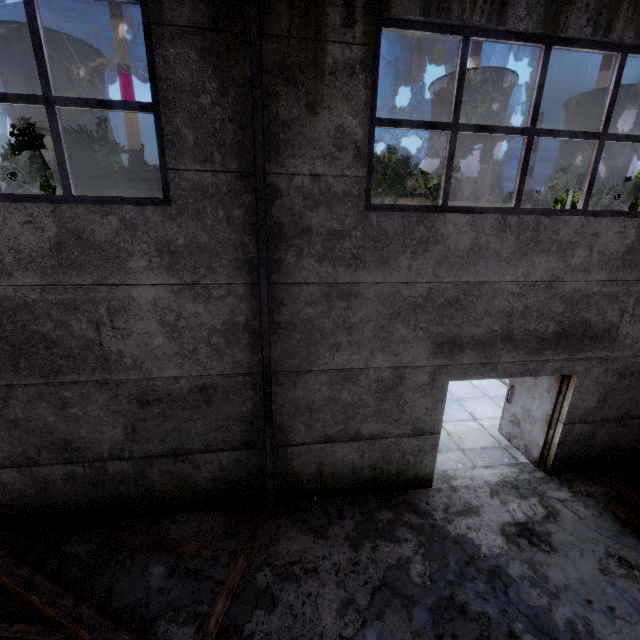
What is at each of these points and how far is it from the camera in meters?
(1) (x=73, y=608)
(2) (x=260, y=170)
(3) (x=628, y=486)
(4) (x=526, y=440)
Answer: (1) wooden beam, 3.8 m
(2) roof support, 3.7 m
(3) log pile, 5.3 m
(4) door, 6.7 m

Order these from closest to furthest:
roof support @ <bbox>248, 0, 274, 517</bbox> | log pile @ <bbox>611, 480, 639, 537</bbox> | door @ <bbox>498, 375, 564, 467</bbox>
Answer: roof support @ <bbox>248, 0, 274, 517</bbox> → log pile @ <bbox>611, 480, 639, 537</bbox> → door @ <bbox>498, 375, 564, 467</bbox>

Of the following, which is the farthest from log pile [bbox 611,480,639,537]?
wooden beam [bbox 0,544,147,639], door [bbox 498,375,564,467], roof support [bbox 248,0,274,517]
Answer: roof support [bbox 248,0,274,517]

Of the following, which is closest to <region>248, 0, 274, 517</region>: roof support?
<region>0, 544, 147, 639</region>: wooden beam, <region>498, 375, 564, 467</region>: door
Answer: <region>0, 544, 147, 639</region>: wooden beam

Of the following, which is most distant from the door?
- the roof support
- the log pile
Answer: the roof support

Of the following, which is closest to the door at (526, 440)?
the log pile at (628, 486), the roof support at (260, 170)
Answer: the log pile at (628, 486)

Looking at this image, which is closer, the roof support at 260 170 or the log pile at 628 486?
the roof support at 260 170

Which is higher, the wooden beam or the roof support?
the roof support
